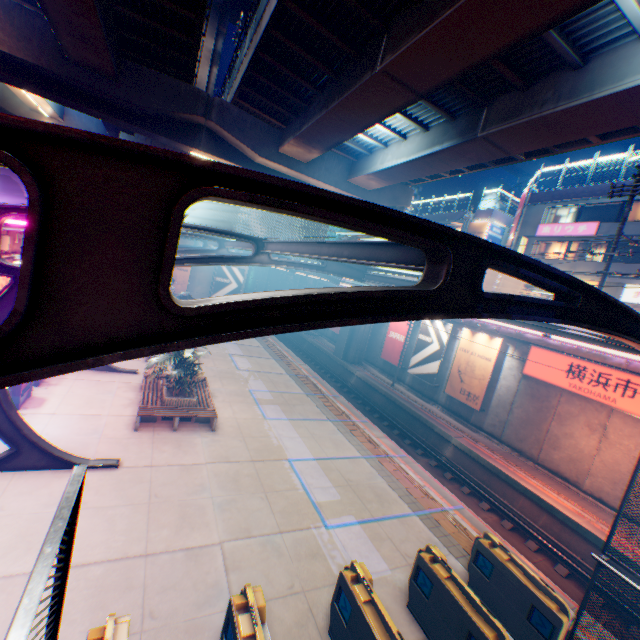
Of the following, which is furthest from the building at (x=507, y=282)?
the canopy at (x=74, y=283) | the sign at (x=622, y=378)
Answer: the canopy at (x=74, y=283)

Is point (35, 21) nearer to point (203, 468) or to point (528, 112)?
point (203, 468)

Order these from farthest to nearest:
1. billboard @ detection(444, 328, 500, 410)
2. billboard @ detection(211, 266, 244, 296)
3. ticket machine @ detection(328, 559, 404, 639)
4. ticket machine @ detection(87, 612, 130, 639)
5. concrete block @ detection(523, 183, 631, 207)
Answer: billboard @ detection(211, 266, 244, 296) → concrete block @ detection(523, 183, 631, 207) → billboard @ detection(444, 328, 500, 410) → ticket machine @ detection(328, 559, 404, 639) → ticket machine @ detection(87, 612, 130, 639)

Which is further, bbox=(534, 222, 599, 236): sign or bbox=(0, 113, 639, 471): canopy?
bbox=(534, 222, 599, 236): sign

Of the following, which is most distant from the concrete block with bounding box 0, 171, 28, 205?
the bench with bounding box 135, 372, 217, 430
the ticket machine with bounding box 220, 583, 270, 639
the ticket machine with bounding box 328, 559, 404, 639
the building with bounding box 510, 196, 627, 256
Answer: the building with bounding box 510, 196, 627, 256

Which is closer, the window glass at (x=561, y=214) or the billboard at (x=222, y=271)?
the window glass at (x=561, y=214)

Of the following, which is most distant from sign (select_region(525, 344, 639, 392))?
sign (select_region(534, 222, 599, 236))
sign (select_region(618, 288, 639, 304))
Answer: sign (select_region(534, 222, 599, 236))

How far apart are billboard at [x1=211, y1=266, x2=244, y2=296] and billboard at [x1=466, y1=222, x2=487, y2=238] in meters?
25.4
